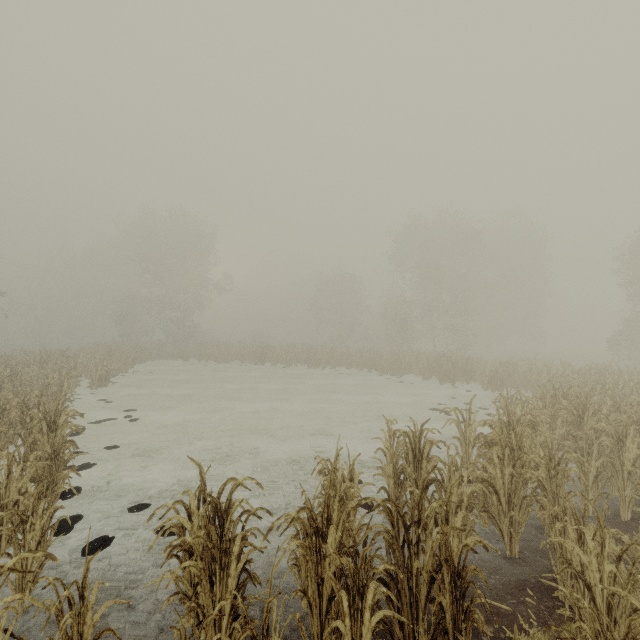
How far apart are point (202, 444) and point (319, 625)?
7.96m
